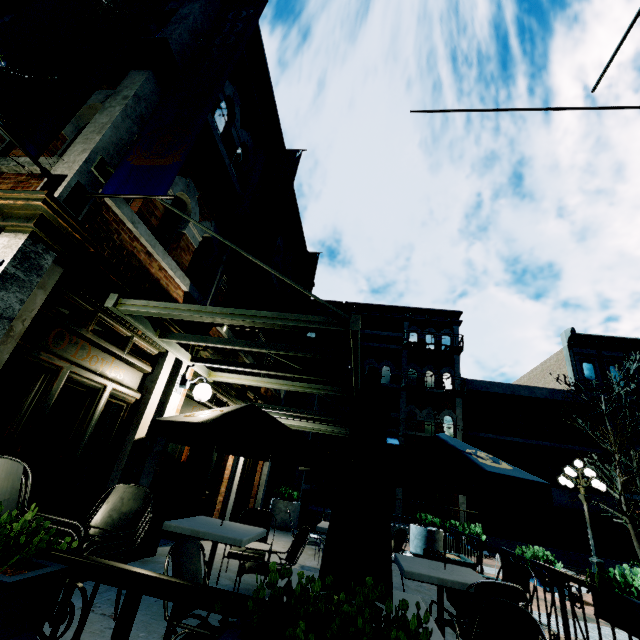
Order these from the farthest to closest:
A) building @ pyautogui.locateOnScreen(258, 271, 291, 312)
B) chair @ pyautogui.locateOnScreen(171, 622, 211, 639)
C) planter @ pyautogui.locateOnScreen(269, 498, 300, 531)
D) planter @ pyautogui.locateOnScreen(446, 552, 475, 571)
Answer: planter @ pyautogui.locateOnScreen(269, 498, 300, 531) → building @ pyautogui.locateOnScreen(258, 271, 291, 312) → planter @ pyautogui.locateOnScreen(446, 552, 475, 571) → chair @ pyautogui.locateOnScreen(171, 622, 211, 639)

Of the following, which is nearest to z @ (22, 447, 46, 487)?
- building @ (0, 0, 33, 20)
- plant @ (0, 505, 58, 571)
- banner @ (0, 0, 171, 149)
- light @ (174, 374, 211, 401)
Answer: building @ (0, 0, 33, 20)

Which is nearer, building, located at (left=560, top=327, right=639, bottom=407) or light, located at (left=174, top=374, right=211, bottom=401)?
light, located at (left=174, top=374, right=211, bottom=401)

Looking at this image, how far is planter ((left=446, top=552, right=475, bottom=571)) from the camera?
7.3 meters

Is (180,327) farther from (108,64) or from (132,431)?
(108,64)

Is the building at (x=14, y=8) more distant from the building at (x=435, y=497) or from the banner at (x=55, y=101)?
the building at (x=435, y=497)

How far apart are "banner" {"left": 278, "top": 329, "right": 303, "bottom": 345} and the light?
3.9 meters

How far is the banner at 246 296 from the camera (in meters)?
6.12
